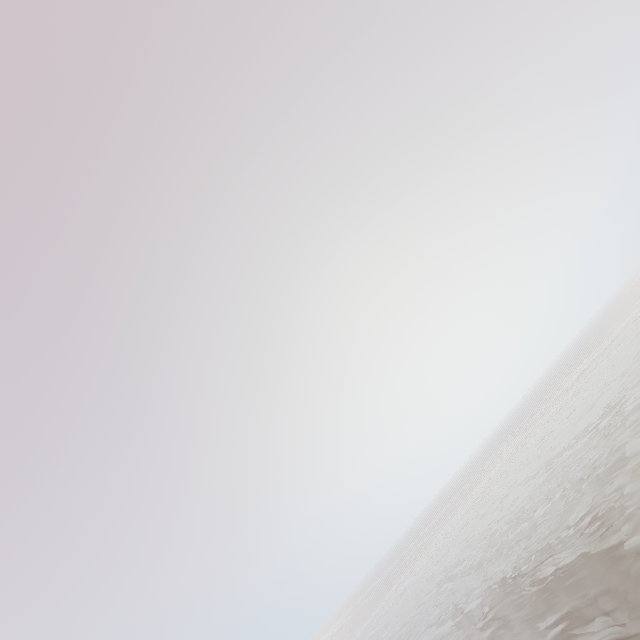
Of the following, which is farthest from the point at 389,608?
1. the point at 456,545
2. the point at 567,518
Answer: the point at 567,518
